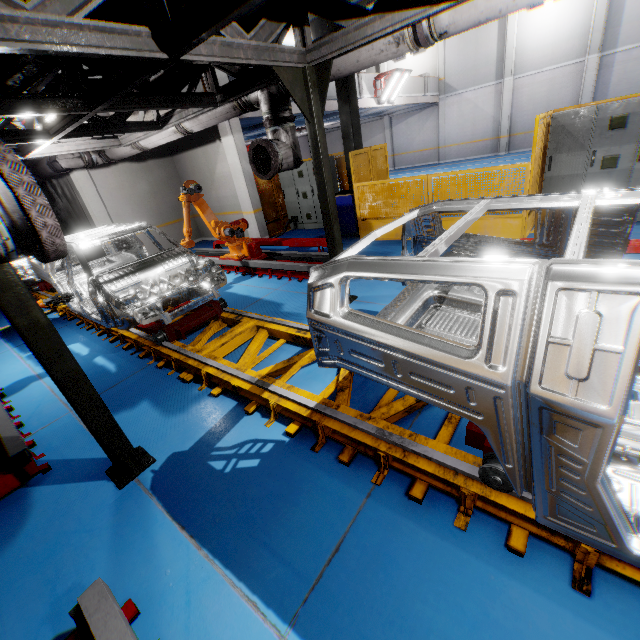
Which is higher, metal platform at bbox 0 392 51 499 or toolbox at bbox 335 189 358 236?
toolbox at bbox 335 189 358 236

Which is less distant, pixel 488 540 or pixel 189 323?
pixel 488 540

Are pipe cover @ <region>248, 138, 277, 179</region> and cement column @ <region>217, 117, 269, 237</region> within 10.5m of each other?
yes

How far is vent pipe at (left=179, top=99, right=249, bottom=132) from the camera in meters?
5.4

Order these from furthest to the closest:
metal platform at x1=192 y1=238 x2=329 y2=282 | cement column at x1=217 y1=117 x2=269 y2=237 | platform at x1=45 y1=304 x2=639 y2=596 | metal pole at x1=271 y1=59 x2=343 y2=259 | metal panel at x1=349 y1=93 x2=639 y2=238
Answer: cement column at x1=217 y1=117 x2=269 y2=237 → metal platform at x1=192 y1=238 x2=329 y2=282 → metal panel at x1=349 y1=93 x2=639 y2=238 → metal pole at x1=271 y1=59 x2=343 y2=259 → platform at x1=45 y1=304 x2=639 y2=596

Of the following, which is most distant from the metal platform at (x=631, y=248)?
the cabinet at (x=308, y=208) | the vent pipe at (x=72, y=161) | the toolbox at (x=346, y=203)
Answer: the vent pipe at (x=72, y=161)

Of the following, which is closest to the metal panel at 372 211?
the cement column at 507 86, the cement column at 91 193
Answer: the cement column at 91 193

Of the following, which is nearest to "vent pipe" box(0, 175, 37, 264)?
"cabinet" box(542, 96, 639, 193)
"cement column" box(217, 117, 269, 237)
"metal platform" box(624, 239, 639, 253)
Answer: "metal platform" box(624, 239, 639, 253)
